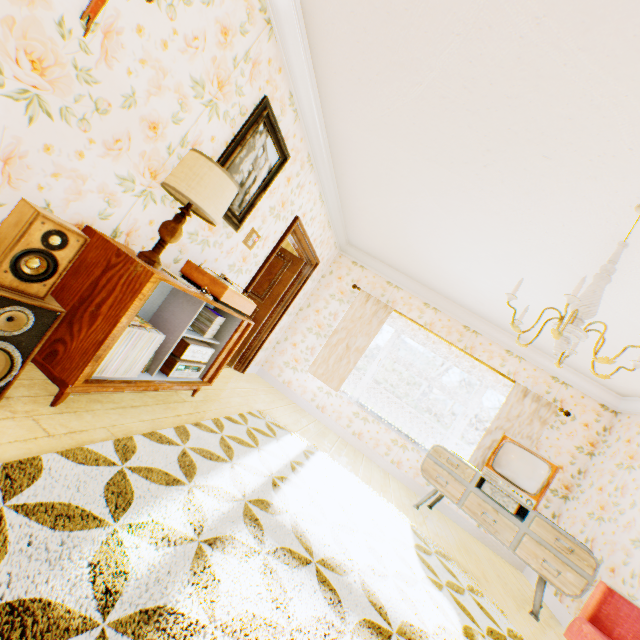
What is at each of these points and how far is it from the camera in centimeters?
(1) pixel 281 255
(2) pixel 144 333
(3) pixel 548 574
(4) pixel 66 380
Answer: (1) childactor, 568cm
(2) vinyl record, 219cm
(3) cabinet, 361cm
(4) cabinet, 183cm

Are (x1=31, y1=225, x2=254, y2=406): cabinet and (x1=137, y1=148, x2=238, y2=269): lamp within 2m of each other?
yes

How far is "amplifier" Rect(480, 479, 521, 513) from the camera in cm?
404

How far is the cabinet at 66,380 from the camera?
1.9 meters

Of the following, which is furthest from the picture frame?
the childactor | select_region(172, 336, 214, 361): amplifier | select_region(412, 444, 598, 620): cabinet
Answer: select_region(412, 444, 598, 620): cabinet

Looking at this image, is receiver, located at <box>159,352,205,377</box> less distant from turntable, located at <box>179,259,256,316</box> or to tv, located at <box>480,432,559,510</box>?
turntable, located at <box>179,259,256,316</box>

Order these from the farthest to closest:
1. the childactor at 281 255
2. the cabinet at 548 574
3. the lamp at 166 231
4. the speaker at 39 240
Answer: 1. the childactor at 281 255
2. the cabinet at 548 574
3. the lamp at 166 231
4. the speaker at 39 240

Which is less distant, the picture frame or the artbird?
the artbird
